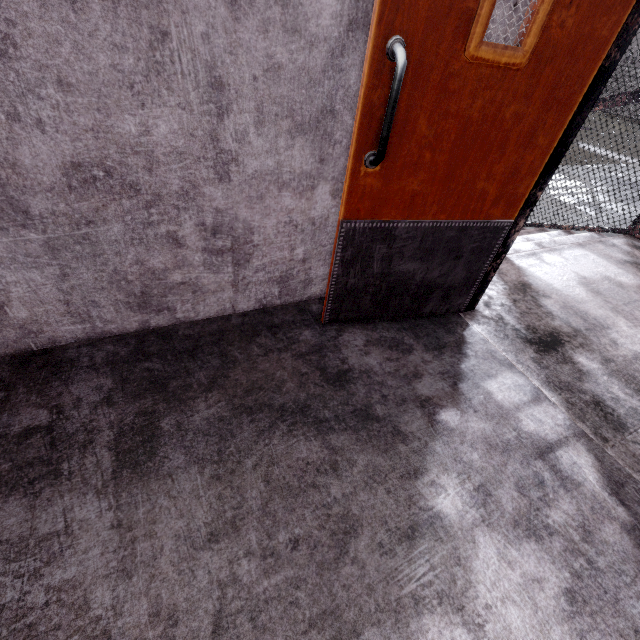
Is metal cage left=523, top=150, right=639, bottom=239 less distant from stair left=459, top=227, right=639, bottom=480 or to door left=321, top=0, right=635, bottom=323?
stair left=459, top=227, right=639, bottom=480

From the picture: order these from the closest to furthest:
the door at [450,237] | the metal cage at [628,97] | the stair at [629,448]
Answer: the door at [450,237], the stair at [629,448], the metal cage at [628,97]

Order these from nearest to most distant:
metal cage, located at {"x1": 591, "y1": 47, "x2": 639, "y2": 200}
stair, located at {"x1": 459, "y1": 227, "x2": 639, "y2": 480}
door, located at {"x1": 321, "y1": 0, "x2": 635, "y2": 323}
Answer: door, located at {"x1": 321, "y1": 0, "x2": 635, "y2": 323} < stair, located at {"x1": 459, "y1": 227, "x2": 639, "y2": 480} < metal cage, located at {"x1": 591, "y1": 47, "x2": 639, "y2": 200}

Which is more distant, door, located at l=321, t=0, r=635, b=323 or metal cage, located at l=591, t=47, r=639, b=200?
metal cage, located at l=591, t=47, r=639, b=200

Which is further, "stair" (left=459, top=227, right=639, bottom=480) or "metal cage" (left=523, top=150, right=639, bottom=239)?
"metal cage" (left=523, top=150, right=639, bottom=239)

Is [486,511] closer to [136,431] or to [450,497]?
[450,497]

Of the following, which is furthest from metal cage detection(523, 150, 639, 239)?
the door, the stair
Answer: the door

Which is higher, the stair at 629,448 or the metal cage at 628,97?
the metal cage at 628,97
